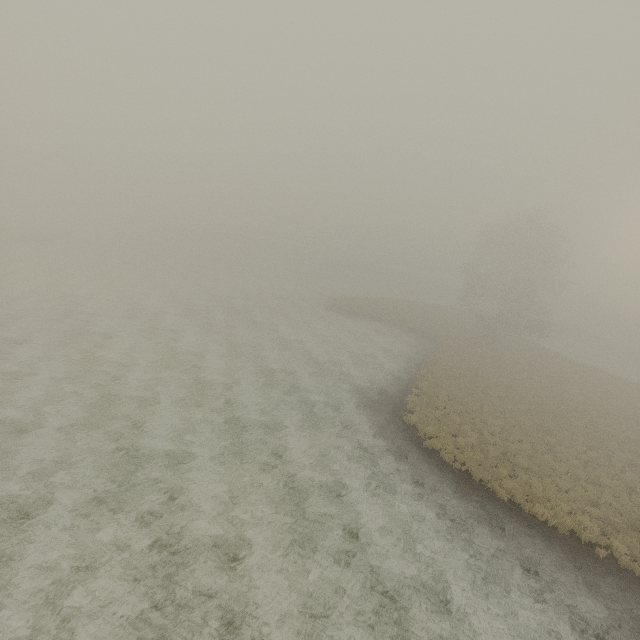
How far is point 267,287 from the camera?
53.5m
